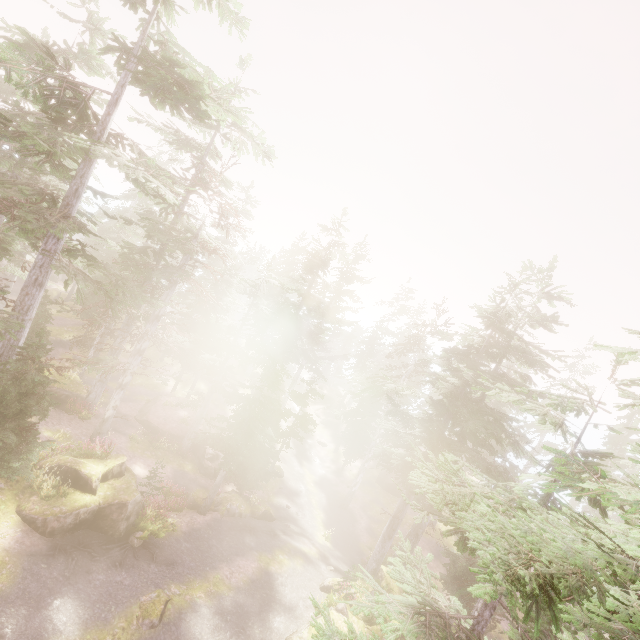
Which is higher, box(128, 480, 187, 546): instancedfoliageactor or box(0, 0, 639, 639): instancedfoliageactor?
box(0, 0, 639, 639): instancedfoliageactor

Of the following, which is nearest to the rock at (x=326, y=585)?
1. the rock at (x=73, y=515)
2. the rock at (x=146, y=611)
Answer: the rock at (x=73, y=515)

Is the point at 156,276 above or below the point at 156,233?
below

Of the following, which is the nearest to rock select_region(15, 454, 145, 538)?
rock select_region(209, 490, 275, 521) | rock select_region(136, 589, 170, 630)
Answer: rock select_region(209, 490, 275, 521)

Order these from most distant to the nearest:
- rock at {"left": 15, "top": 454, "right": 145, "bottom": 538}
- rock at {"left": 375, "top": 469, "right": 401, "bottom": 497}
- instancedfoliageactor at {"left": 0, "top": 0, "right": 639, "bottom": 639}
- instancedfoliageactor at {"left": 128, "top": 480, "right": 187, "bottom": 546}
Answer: rock at {"left": 375, "top": 469, "right": 401, "bottom": 497}
instancedfoliageactor at {"left": 128, "top": 480, "right": 187, "bottom": 546}
rock at {"left": 15, "top": 454, "right": 145, "bottom": 538}
instancedfoliageactor at {"left": 0, "top": 0, "right": 639, "bottom": 639}

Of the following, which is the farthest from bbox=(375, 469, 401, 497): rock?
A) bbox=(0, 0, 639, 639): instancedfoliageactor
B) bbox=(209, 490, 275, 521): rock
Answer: bbox=(209, 490, 275, 521): rock

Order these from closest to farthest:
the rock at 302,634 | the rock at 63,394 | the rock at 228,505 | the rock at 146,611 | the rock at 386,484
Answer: the rock at 146,611
the rock at 302,634
the rock at 228,505
the rock at 63,394
the rock at 386,484

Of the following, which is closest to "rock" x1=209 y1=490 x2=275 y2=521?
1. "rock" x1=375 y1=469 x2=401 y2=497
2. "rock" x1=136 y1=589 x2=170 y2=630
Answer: "rock" x1=136 y1=589 x2=170 y2=630
